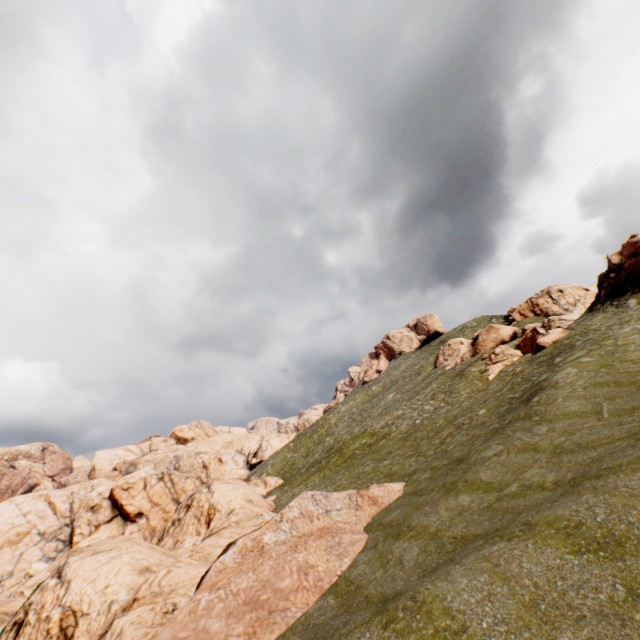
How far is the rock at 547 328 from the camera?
32.39m

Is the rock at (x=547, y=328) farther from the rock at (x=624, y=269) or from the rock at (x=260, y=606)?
the rock at (x=260, y=606)

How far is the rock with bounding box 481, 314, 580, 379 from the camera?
32.4m

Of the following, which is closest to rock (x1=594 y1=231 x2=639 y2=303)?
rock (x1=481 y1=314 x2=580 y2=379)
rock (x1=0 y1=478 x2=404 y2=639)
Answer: rock (x1=481 y1=314 x2=580 y2=379)

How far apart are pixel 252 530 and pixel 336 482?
11.6 meters

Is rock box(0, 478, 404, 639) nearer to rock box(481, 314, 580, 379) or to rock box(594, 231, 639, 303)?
rock box(594, 231, 639, 303)

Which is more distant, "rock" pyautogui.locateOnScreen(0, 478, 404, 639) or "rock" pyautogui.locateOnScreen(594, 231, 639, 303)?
"rock" pyautogui.locateOnScreen(594, 231, 639, 303)
